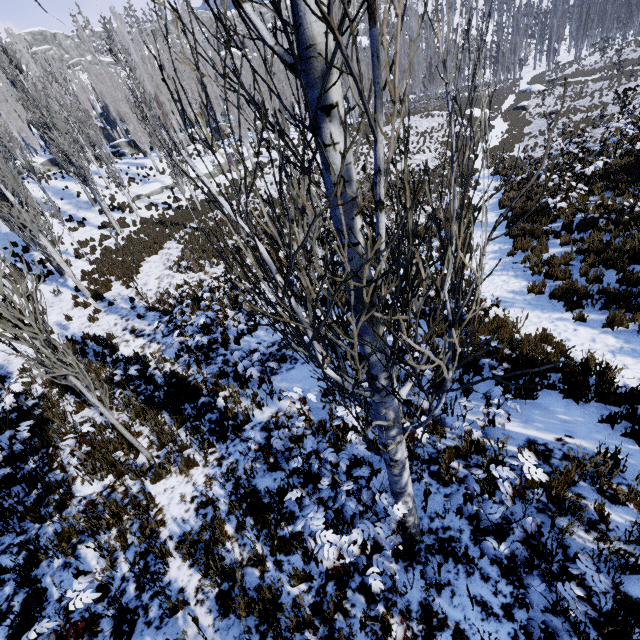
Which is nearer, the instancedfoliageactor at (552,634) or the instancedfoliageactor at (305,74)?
the instancedfoliageactor at (305,74)

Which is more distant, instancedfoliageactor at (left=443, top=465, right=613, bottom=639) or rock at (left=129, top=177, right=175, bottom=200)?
rock at (left=129, top=177, right=175, bottom=200)

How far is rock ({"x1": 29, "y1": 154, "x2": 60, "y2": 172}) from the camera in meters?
34.6

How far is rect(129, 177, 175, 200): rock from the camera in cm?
2753

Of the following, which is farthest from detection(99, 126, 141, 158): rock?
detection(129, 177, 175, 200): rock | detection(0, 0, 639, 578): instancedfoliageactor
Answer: detection(129, 177, 175, 200): rock

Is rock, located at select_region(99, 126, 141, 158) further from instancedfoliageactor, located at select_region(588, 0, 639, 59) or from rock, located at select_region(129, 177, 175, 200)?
rock, located at select_region(129, 177, 175, 200)

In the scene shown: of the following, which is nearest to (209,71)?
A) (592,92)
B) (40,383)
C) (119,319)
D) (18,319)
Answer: (592,92)

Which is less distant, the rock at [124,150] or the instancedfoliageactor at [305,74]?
the instancedfoliageactor at [305,74]
